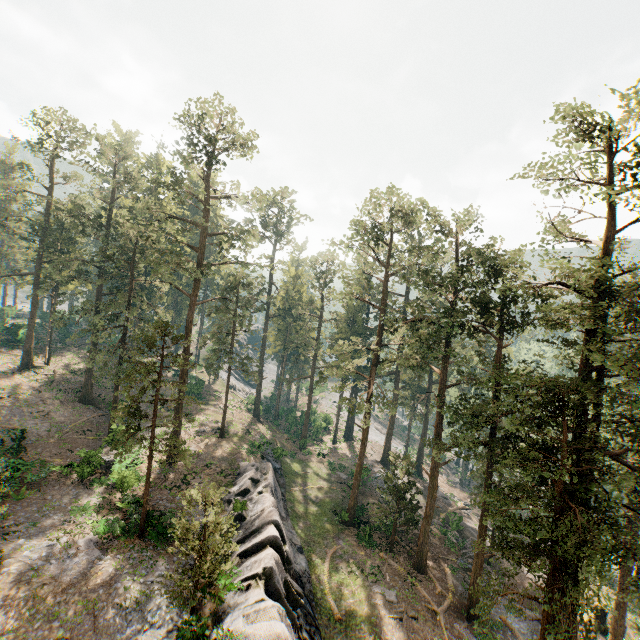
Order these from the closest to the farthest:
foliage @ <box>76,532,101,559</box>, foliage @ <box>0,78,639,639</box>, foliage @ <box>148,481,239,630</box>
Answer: foliage @ <box>148,481,239,630</box> → foliage @ <box>0,78,639,639</box> → foliage @ <box>76,532,101,559</box>

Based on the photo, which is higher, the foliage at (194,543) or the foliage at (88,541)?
the foliage at (194,543)

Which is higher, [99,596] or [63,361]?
[63,361]

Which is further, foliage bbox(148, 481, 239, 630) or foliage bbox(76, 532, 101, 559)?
foliage bbox(76, 532, 101, 559)

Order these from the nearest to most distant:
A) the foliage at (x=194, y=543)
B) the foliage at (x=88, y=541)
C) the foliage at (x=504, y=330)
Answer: the foliage at (x=194, y=543) → the foliage at (x=504, y=330) → the foliage at (x=88, y=541)

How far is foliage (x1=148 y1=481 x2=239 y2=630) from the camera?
14.6 meters

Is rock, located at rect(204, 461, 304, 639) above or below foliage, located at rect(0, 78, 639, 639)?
below
